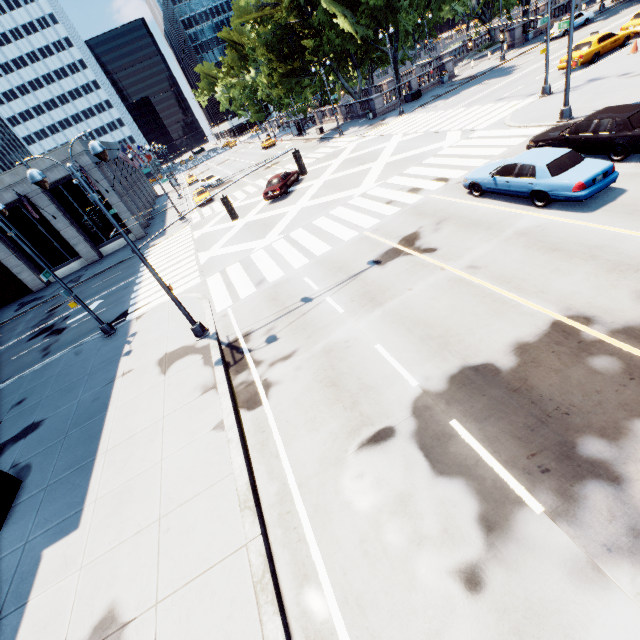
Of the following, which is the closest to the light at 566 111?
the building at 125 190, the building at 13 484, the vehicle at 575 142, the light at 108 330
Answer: the vehicle at 575 142

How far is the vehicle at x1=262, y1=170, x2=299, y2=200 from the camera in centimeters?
2561cm

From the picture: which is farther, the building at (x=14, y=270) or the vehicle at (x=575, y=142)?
the building at (x=14, y=270)

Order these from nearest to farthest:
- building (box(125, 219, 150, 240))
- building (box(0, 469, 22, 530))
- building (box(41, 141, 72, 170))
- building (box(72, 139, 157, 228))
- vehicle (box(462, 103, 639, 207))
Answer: building (box(0, 469, 22, 530))
vehicle (box(462, 103, 639, 207))
building (box(41, 141, 72, 170))
building (box(72, 139, 157, 228))
building (box(125, 219, 150, 240))

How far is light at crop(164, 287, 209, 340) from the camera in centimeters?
1211cm

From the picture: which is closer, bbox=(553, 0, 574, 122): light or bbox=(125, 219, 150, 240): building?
bbox=(553, 0, 574, 122): light

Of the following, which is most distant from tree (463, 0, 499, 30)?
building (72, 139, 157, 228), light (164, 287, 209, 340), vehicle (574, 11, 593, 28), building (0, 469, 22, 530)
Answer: building (0, 469, 22, 530)

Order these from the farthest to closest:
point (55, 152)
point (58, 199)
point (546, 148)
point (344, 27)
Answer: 1. point (344, 27)
2. point (58, 199)
3. point (55, 152)
4. point (546, 148)
